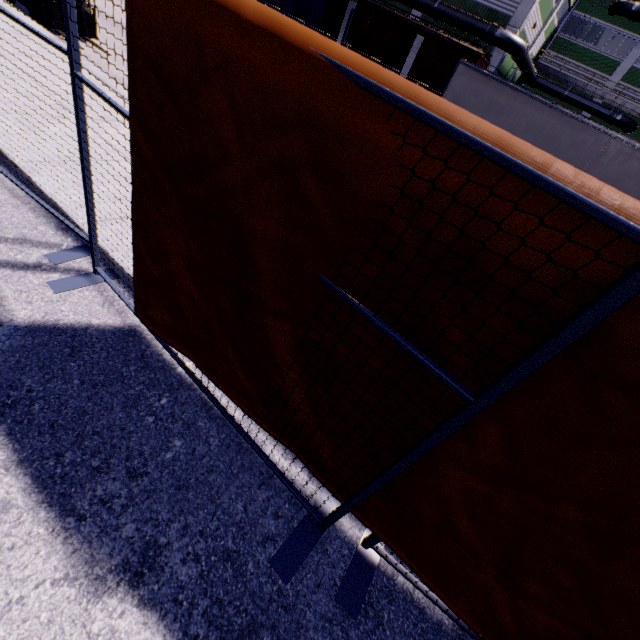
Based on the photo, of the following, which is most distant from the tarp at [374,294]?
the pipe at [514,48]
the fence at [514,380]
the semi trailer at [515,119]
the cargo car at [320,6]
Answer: the pipe at [514,48]

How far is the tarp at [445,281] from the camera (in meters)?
1.08

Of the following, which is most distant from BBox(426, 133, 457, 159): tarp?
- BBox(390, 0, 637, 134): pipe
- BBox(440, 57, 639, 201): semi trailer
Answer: BBox(390, 0, 637, 134): pipe

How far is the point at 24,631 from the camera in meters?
1.4

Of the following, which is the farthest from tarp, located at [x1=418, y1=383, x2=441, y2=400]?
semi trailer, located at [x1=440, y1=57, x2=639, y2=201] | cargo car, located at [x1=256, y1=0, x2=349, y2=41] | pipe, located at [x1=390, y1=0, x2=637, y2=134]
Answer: pipe, located at [x1=390, y1=0, x2=637, y2=134]

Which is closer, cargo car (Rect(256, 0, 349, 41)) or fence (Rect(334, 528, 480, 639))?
fence (Rect(334, 528, 480, 639))

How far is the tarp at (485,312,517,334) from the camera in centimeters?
103cm

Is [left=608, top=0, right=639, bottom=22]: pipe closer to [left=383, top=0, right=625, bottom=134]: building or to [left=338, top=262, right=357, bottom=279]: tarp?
[left=383, top=0, right=625, bottom=134]: building
